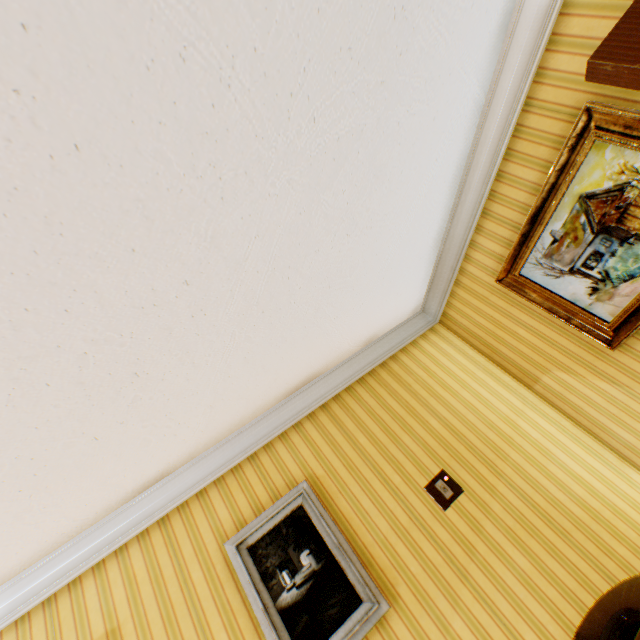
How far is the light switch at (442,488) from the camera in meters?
2.6 m

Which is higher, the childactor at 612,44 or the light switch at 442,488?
the childactor at 612,44

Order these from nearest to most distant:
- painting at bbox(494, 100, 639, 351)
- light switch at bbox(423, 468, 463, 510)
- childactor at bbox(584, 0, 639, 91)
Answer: childactor at bbox(584, 0, 639, 91) → painting at bbox(494, 100, 639, 351) → light switch at bbox(423, 468, 463, 510)

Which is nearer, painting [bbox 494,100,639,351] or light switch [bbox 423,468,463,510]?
painting [bbox 494,100,639,351]

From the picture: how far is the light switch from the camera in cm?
259

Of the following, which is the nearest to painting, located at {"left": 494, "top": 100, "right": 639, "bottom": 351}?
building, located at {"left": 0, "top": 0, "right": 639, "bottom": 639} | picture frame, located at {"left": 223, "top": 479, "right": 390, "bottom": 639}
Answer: building, located at {"left": 0, "top": 0, "right": 639, "bottom": 639}

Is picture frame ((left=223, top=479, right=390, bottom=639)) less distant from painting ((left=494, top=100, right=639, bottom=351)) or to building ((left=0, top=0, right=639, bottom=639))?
building ((left=0, top=0, right=639, bottom=639))

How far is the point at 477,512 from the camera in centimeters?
254cm
